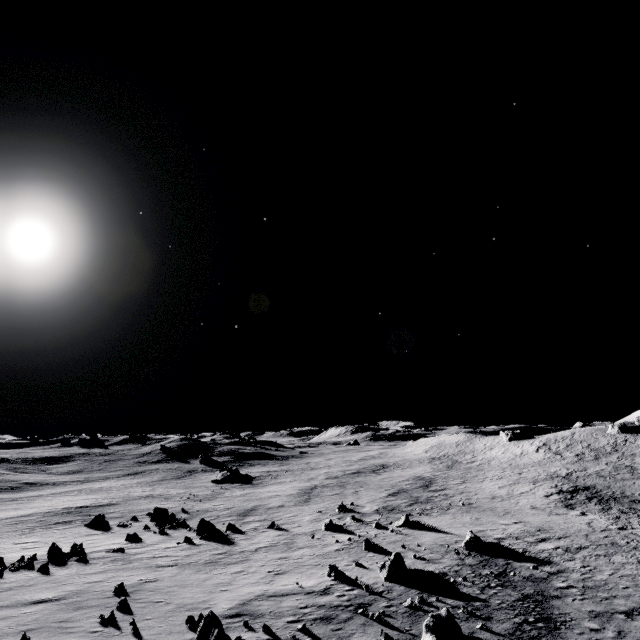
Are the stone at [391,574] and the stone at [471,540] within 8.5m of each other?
yes

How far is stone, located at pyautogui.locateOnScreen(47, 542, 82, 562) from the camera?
19.46m

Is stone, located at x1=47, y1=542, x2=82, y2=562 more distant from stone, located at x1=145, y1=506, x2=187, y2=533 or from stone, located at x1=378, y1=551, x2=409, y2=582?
stone, located at x1=378, y1=551, x2=409, y2=582

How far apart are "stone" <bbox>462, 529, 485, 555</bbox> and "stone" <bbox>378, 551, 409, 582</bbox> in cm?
629

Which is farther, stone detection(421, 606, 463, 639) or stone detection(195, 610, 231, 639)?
stone detection(421, 606, 463, 639)

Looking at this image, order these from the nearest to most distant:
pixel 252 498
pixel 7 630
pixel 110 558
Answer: pixel 7 630 < pixel 110 558 < pixel 252 498

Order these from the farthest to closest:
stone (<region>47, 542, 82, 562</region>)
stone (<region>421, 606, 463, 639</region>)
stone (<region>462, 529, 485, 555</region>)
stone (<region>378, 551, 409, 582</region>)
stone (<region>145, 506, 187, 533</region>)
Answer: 1. stone (<region>145, 506, 187, 533</region>)
2. stone (<region>462, 529, 485, 555</region>)
3. stone (<region>47, 542, 82, 562</region>)
4. stone (<region>378, 551, 409, 582</region>)
5. stone (<region>421, 606, 463, 639</region>)

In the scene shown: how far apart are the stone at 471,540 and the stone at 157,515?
27.2 meters
